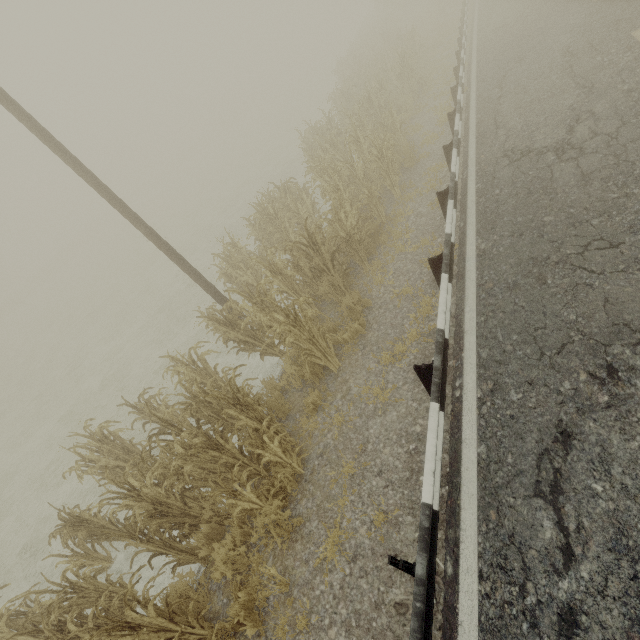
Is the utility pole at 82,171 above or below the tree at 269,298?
above

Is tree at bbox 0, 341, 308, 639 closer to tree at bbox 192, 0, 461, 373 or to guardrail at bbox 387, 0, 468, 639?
guardrail at bbox 387, 0, 468, 639

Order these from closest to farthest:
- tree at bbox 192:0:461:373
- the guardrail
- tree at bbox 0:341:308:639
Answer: the guardrail → tree at bbox 0:341:308:639 → tree at bbox 192:0:461:373

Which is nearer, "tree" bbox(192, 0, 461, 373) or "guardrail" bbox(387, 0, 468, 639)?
"guardrail" bbox(387, 0, 468, 639)

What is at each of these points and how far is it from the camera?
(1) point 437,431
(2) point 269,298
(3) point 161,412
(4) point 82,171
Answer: (1) guardrail, 3.3m
(2) tree, 6.0m
(3) tree, 7.2m
(4) utility pole, 6.9m

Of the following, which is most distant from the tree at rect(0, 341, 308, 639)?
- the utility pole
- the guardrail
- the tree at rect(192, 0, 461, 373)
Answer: the tree at rect(192, 0, 461, 373)

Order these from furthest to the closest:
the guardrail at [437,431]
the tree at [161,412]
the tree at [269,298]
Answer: the tree at [269,298] → the tree at [161,412] → the guardrail at [437,431]

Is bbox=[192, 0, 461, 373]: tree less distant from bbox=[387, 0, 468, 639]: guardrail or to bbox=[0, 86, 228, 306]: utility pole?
bbox=[387, 0, 468, 639]: guardrail
